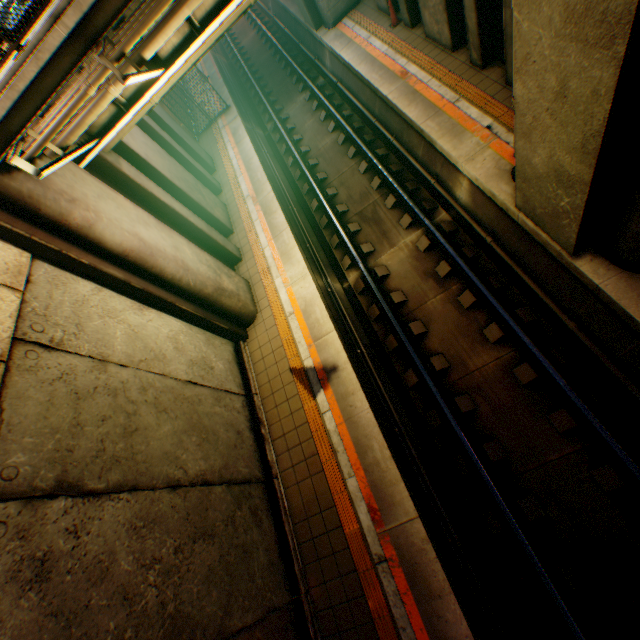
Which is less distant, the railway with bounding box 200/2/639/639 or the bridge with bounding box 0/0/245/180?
the bridge with bounding box 0/0/245/180

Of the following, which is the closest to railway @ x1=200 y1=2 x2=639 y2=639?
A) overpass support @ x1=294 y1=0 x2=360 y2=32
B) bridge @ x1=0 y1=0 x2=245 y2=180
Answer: overpass support @ x1=294 y1=0 x2=360 y2=32

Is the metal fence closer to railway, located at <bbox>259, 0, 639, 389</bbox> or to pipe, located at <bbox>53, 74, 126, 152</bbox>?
railway, located at <bbox>259, 0, 639, 389</bbox>

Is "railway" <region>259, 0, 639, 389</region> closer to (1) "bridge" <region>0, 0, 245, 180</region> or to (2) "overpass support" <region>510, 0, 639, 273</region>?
(2) "overpass support" <region>510, 0, 639, 273</region>

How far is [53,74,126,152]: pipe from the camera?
5.0m

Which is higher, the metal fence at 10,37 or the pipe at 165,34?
the metal fence at 10,37

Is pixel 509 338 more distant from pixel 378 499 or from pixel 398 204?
pixel 398 204

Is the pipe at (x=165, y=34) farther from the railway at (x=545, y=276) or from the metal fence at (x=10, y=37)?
the railway at (x=545, y=276)
